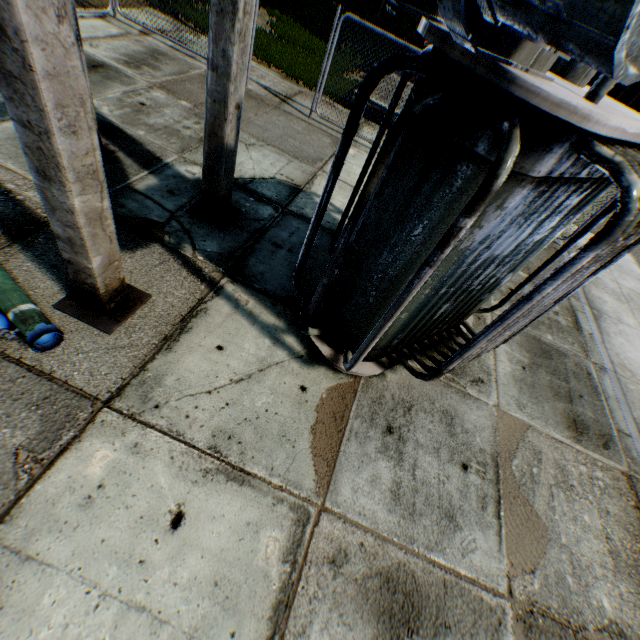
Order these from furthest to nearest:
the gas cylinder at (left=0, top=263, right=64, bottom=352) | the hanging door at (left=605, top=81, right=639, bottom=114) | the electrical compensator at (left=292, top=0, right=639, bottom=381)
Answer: the hanging door at (left=605, top=81, right=639, bottom=114) → the gas cylinder at (left=0, top=263, right=64, bottom=352) → the electrical compensator at (left=292, top=0, right=639, bottom=381)

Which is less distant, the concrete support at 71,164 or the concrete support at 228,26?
the concrete support at 71,164

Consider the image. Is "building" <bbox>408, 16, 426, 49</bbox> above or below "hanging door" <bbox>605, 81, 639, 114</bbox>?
below

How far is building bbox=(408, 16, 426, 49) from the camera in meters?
12.3

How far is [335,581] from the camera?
2.54m

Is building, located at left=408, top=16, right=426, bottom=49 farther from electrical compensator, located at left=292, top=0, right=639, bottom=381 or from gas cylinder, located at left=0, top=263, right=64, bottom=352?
gas cylinder, located at left=0, top=263, right=64, bottom=352

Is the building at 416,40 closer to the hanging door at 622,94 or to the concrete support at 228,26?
the hanging door at 622,94

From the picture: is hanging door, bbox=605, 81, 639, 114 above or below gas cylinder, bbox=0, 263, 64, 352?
above
